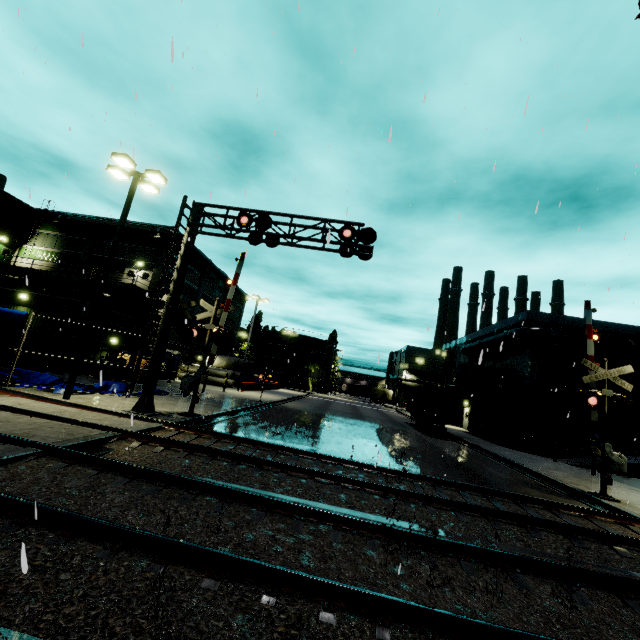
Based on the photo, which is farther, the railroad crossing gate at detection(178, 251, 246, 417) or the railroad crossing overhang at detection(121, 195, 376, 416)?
the railroad crossing gate at detection(178, 251, 246, 417)

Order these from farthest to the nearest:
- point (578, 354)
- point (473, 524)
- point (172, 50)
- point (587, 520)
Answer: point (578, 354), point (587, 520), point (473, 524), point (172, 50)

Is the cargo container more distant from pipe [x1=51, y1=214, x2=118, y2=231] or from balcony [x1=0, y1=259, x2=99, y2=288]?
balcony [x1=0, y1=259, x2=99, y2=288]

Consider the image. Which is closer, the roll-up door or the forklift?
the forklift

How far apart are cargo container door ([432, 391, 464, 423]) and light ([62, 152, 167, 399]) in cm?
2230

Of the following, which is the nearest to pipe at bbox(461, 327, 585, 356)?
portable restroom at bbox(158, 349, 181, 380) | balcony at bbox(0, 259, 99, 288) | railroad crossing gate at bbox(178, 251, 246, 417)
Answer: portable restroom at bbox(158, 349, 181, 380)

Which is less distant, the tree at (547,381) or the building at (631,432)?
the building at (631,432)

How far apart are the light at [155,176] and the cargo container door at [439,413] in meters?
22.3 m
